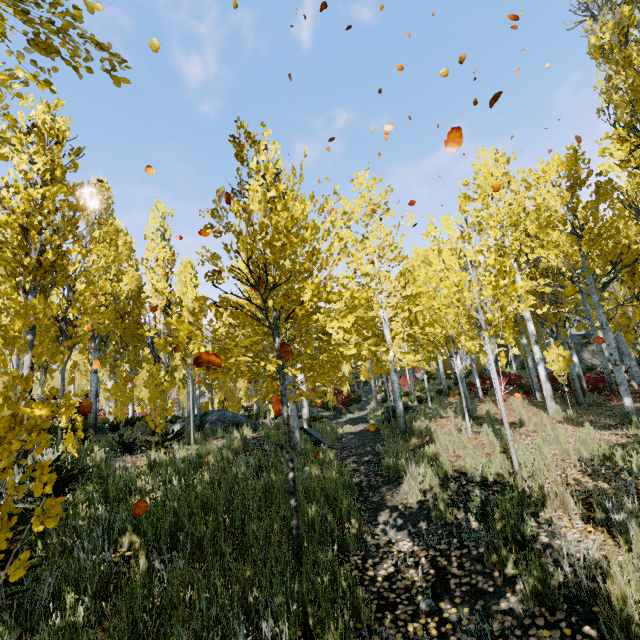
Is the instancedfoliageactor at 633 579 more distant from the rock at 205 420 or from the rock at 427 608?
the rock at 427 608

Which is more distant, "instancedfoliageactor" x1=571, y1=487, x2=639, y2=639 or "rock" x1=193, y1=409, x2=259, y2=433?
"rock" x1=193, y1=409, x2=259, y2=433

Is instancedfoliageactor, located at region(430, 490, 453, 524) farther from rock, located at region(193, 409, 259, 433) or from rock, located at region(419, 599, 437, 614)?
rock, located at region(419, 599, 437, 614)

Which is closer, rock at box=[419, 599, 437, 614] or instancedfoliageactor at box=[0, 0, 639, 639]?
instancedfoliageactor at box=[0, 0, 639, 639]

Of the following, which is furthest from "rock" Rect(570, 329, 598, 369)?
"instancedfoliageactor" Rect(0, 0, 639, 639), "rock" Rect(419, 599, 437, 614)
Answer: "rock" Rect(419, 599, 437, 614)

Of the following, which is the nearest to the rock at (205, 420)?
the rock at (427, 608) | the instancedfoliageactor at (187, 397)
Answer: the instancedfoliageactor at (187, 397)

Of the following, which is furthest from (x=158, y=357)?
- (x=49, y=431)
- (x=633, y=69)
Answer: (x=633, y=69)
